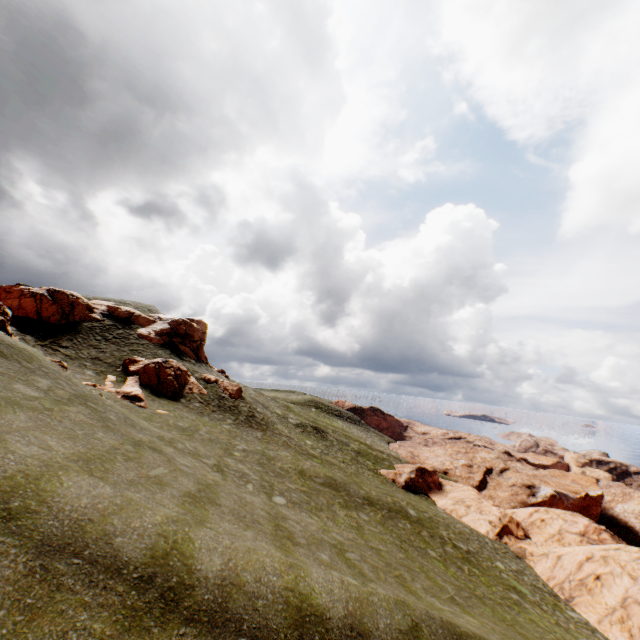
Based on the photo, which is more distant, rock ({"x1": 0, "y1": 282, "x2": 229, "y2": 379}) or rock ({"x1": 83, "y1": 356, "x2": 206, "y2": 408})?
rock ({"x1": 0, "y1": 282, "x2": 229, "y2": 379})

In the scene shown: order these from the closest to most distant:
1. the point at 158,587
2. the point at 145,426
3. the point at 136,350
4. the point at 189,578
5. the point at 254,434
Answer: the point at 158,587, the point at 189,578, the point at 145,426, the point at 254,434, the point at 136,350

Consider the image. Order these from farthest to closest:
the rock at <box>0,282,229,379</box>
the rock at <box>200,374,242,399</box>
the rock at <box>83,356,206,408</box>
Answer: the rock at <box>200,374,242,399</box> → the rock at <box>0,282,229,379</box> → the rock at <box>83,356,206,408</box>

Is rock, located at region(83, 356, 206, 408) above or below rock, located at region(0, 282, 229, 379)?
below

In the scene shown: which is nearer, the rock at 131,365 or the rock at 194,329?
the rock at 131,365

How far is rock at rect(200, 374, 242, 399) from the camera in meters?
36.6

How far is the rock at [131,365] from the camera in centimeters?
2642cm
